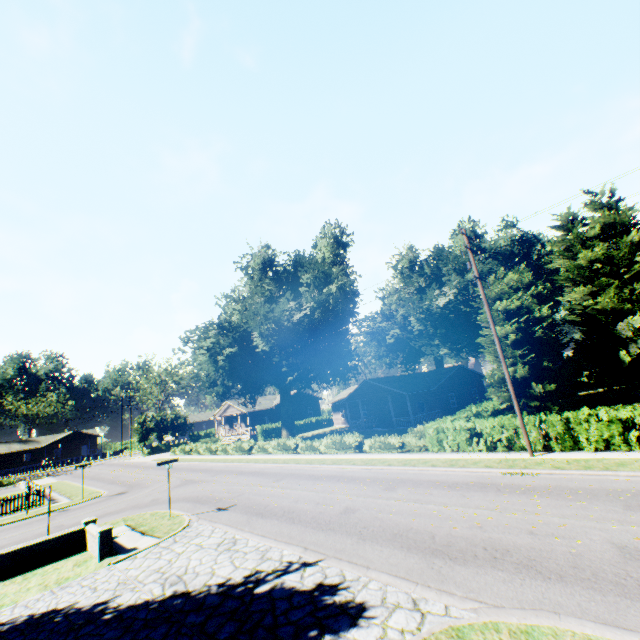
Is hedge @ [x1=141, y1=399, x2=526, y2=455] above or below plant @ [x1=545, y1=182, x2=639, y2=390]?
below

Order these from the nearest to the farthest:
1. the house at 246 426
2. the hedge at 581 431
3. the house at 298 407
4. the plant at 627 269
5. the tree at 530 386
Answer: the hedge at 581 431 → the tree at 530 386 → the plant at 627 269 → the house at 246 426 → the house at 298 407

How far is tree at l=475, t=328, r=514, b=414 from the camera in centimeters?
2595cm

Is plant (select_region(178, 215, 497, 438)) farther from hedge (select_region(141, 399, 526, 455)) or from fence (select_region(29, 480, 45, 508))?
hedge (select_region(141, 399, 526, 455))

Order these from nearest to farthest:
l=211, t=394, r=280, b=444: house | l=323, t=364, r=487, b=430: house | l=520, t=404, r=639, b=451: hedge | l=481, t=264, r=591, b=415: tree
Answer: l=520, t=404, r=639, b=451: hedge
l=481, t=264, r=591, b=415: tree
l=323, t=364, r=487, b=430: house
l=211, t=394, r=280, b=444: house

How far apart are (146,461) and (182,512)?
35.82m

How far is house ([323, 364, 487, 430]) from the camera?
35.2 meters

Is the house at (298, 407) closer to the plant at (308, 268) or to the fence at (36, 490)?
the plant at (308, 268)
